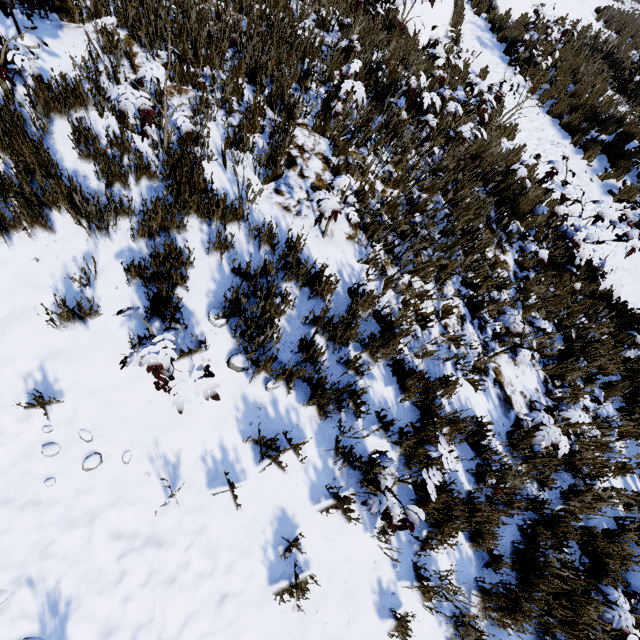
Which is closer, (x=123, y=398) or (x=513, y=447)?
(x=123, y=398)

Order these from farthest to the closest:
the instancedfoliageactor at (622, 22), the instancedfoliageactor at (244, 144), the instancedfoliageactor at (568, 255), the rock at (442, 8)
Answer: the instancedfoliageactor at (622, 22), the rock at (442, 8), the instancedfoliageactor at (568, 255), the instancedfoliageactor at (244, 144)

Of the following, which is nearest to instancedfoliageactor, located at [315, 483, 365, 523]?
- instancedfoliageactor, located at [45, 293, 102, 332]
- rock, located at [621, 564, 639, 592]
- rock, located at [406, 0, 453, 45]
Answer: instancedfoliageactor, located at [45, 293, 102, 332]

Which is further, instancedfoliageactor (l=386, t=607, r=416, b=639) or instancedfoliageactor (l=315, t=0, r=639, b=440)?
instancedfoliageactor (l=315, t=0, r=639, b=440)

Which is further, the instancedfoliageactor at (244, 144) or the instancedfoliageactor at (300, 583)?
the instancedfoliageactor at (244, 144)

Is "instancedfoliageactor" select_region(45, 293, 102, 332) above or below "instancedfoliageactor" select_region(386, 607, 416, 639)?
above

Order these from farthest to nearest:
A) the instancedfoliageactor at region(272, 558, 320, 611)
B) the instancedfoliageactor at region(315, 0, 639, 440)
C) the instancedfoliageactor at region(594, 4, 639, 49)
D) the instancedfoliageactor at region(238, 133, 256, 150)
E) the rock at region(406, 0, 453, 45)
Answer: the instancedfoliageactor at region(594, 4, 639, 49) < the rock at region(406, 0, 453, 45) < the instancedfoliageactor at region(315, 0, 639, 440) < the instancedfoliageactor at region(238, 133, 256, 150) < the instancedfoliageactor at region(272, 558, 320, 611)

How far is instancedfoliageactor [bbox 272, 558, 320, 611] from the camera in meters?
2.5
